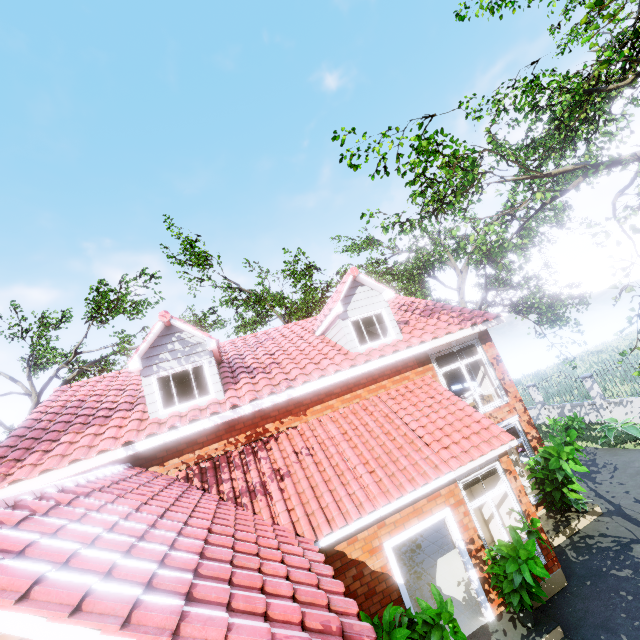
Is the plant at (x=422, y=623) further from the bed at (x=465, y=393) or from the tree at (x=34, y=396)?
the tree at (x=34, y=396)

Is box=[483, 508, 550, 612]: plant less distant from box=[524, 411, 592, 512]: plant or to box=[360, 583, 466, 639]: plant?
box=[360, 583, 466, 639]: plant

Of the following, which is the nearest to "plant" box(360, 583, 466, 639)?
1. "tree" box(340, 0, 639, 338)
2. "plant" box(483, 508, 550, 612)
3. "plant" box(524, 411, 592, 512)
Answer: "plant" box(483, 508, 550, 612)

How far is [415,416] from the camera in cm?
901

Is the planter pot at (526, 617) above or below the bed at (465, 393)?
below

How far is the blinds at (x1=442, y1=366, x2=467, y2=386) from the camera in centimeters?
1323cm

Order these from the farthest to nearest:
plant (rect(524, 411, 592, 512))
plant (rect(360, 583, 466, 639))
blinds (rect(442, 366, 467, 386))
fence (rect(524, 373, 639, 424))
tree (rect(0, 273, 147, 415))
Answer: tree (rect(0, 273, 147, 415))
fence (rect(524, 373, 639, 424))
blinds (rect(442, 366, 467, 386))
plant (rect(524, 411, 592, 512))
plant (rect(360, 583, 466, 639))

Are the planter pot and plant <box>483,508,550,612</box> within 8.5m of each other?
yes
